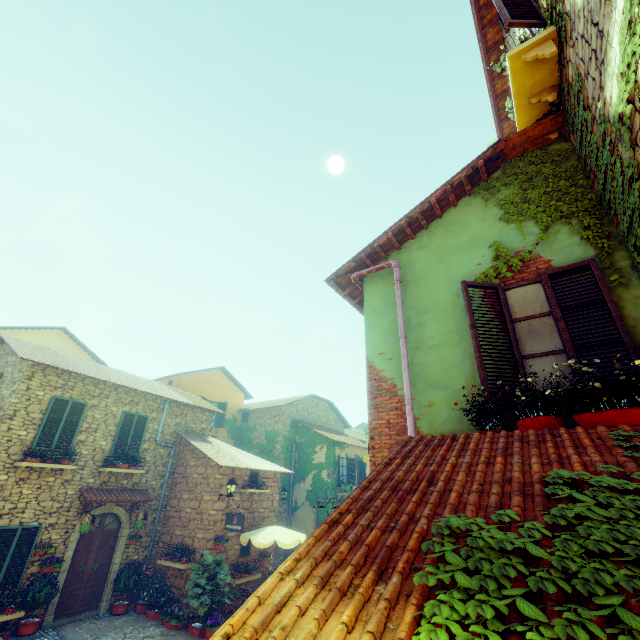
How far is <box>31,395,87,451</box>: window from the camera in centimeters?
1037cm

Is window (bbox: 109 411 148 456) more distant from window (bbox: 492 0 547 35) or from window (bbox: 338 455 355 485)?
window (bbox: 492 0 547 35)

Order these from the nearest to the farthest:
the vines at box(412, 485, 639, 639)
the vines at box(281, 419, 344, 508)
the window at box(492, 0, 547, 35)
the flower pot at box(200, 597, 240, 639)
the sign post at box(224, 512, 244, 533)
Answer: the vines at box(412, 485, 639, 639) → the window at box(492, 0, 547, 35) → the flower pot at box(200, 597, 240, 639) → the sign post at box(224, 512, 244, 533) → the vines at box(281, 419, 344, 508)

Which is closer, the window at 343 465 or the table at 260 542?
the table at 260 542

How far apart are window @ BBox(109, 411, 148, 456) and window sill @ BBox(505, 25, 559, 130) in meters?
14.8 m

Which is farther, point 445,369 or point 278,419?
point 278,419

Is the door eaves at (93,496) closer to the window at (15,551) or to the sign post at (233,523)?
the window at (15,551)

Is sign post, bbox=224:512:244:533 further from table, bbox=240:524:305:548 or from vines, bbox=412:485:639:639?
vines, bbox=412:485:639:639
